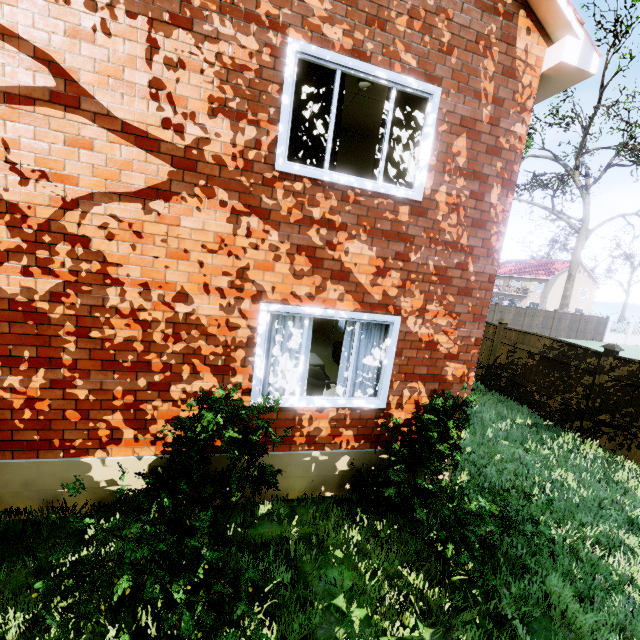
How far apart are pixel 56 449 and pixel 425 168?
5.8 meters

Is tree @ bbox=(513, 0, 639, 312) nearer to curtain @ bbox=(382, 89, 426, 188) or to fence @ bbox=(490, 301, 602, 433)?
fence @ bbox=(490, 301, 602, 433)

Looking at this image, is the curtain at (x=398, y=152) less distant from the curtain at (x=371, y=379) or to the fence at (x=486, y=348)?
the curtain at (x=371, y=379)

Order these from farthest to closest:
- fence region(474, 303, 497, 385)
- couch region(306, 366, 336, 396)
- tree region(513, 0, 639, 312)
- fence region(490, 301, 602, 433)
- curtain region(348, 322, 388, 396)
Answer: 1. tree region(513, 0, 639, 312)
2. fence region(474, 303, 497, 385)
3. fence region(490, 301, 602, 433)
4. couch region(306, 366, 336, 396)
5. curtain region(348, 322, 388, 396)

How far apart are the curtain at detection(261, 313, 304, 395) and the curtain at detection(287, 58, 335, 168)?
1.76m

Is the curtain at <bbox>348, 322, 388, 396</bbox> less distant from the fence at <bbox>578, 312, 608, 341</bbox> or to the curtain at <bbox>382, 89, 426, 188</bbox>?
the curtain at <bbox>382, 89, 426, 188</bbox>

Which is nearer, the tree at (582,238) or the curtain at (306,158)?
the curtain at (306,158)

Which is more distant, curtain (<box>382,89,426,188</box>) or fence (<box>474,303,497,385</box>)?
fence (<box>474,303,497,385</box>)
